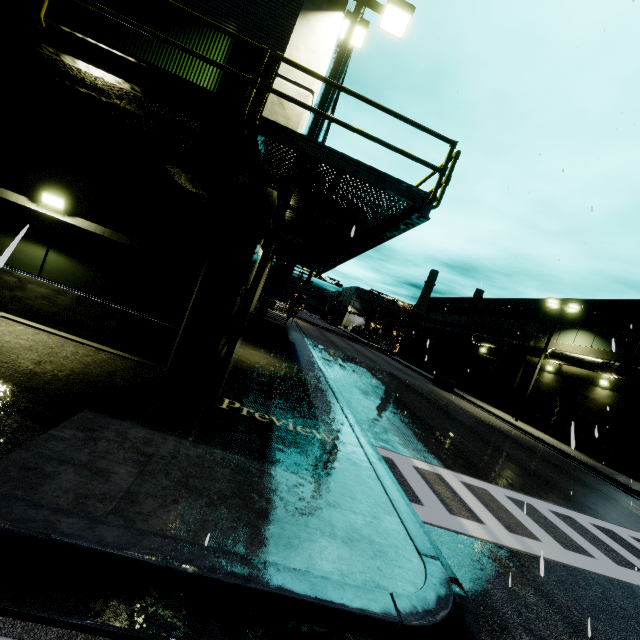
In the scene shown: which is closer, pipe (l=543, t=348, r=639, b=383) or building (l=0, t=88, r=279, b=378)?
building (l=0, t=88, r=279, b=378)

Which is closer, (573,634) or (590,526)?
(573,634)

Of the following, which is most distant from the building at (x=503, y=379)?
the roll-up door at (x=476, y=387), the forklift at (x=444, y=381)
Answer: the forklift at (x=444, y=381)

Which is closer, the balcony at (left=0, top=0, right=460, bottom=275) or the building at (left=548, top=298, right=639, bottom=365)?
the balcony at (left=0, top=0, right=460, bottom=275)

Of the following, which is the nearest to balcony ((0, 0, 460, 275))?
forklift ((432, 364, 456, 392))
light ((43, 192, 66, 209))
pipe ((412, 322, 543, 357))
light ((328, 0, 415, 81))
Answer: light ((328, 0, 415, 81))

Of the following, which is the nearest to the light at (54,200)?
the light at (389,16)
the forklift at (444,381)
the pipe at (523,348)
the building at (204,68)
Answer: the building at (204,68)

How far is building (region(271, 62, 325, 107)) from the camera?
7.59m
